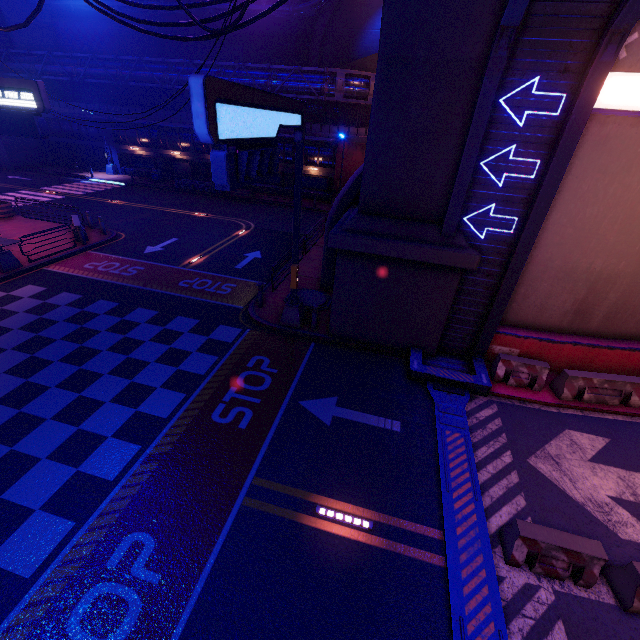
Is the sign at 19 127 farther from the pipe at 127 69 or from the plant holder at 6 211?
the pipe at 127 69

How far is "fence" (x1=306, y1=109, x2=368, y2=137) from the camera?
29.0m

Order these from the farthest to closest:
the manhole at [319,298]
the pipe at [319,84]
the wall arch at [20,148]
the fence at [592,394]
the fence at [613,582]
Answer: the wall arch at [20,148]
the pipe at [319,84]
the manhole at [319,298]
the fence at [592,394]
the fence at [613,582]

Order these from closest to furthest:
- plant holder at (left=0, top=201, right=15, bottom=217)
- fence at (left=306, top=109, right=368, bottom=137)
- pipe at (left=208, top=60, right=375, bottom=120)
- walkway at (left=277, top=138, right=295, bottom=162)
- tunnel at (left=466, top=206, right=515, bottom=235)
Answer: tunnel at (left=466, top=206, right=515, bottom=235), plant holder at (left=0, top=201, right=15, bottom=217), pipe at (left=208, top=60, right=375, bottom=120), fence at (left=306, top=109, right=368, bottom=137), walkway at (left=277, top=138, right=295, bottom=162)

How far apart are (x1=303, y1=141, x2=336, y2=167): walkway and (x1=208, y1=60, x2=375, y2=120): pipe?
2.78m

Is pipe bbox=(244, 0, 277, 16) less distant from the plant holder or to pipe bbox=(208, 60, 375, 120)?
pipe bbox=(208, 60, 375, 120)

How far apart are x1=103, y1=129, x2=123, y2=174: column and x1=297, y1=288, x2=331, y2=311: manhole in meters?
34.1

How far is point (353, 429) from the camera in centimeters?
866cm
